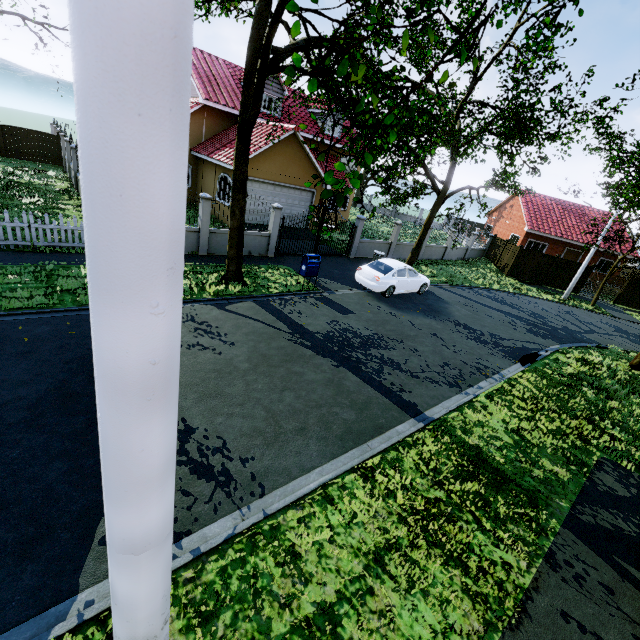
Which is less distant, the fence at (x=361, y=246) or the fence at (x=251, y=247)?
the fence at (x=251, y=247)

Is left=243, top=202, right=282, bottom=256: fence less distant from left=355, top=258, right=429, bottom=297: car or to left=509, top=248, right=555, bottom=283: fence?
left=509, top=248, right=555, bottom=283: fence

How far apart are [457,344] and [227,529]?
10.09m

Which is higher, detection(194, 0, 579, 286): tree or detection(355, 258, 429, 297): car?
detection(194, 0, 579, 286): tree

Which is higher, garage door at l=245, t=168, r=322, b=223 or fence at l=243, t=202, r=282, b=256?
garage door at l=245, t=168, r=322, b=223

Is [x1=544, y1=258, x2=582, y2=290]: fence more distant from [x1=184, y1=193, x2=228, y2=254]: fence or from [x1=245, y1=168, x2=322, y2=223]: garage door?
[x1=245, y1=168, x2=322, y2=223]: garage door

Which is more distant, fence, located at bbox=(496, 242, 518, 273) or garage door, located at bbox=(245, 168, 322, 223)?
fence, located at bbox=(496, 242, 518, 273)

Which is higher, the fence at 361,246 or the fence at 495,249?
the fence at 495,249
